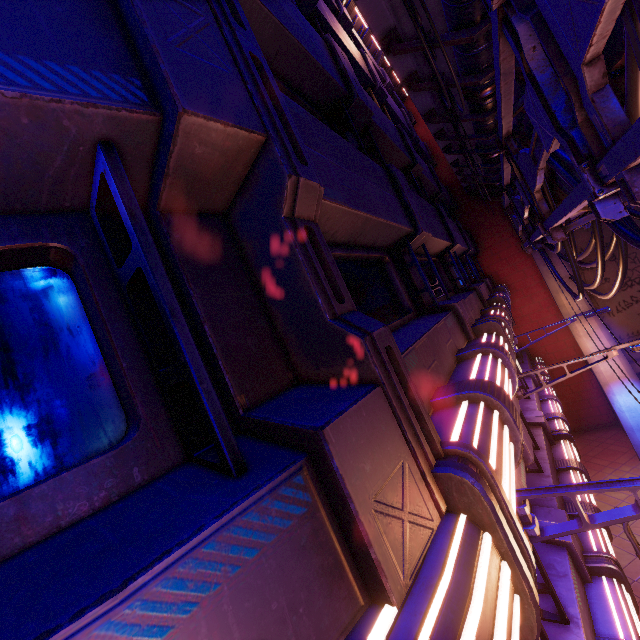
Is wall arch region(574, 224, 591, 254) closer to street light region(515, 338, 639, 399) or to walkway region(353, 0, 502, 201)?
walkway region(353, 0, 502, 201)

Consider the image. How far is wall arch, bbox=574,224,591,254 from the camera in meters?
15.2 m

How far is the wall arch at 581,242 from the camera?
15.2 meters

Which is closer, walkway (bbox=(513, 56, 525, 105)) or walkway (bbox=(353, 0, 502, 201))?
walkway (bbox=(353, 0, 502, 201))

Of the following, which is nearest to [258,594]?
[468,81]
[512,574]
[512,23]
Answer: [512,574]

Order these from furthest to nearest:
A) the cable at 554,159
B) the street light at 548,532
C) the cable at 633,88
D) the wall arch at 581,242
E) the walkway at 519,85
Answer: the wall arch at 581,242 < the walkway at 519,85 < the cable at 554,159 < the street light at 548,532 < the cable at 633,88

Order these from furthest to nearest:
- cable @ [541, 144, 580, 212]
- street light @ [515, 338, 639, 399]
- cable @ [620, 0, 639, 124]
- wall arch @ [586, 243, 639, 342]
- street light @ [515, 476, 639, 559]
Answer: wall arch @ [586, 243, 639, 342] → street light @ [515, 338, 639, 399] → cable @ [541, 144, 580, 212] → street light @ [515, 476, 639, 559] → cable @ [620, 0, 639, 124]

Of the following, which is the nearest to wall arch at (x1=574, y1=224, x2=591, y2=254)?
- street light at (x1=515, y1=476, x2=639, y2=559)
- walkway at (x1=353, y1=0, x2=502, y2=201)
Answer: walkway at (x1=353, y1=0, x2=502, y2=201)
